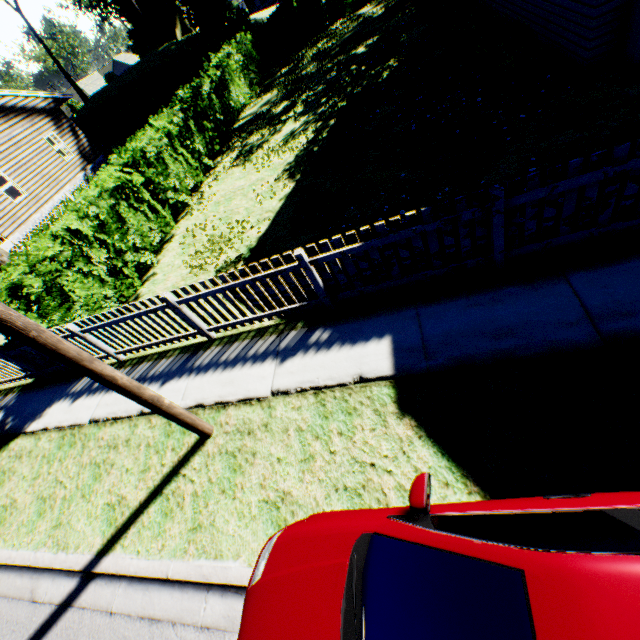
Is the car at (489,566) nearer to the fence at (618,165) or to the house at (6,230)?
the fence at (618,165)

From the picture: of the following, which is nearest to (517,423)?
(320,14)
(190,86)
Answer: (190,86)

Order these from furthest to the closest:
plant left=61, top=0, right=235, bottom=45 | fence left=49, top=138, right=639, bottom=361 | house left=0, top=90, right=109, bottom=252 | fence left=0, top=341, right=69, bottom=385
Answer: plant left=61, top=0, right=235, bottom=45 → house left=0, top=90, right=109, bottom=252 → fence left=0, top=341, right=69, bottom=385 → fence left=49, top=138, right=639, bottom=361

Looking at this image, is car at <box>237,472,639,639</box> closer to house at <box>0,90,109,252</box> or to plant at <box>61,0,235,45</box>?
house at <box>0,90,109,252</box>

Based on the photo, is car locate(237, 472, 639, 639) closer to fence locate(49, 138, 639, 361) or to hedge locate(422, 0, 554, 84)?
fence locate(49, 138, 639, 361)

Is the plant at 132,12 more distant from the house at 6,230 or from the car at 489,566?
the car at 489,566

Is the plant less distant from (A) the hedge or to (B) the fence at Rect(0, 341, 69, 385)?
(A) the hedge

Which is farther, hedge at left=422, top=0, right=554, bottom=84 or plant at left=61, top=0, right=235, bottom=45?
plant at left=61, top=0, right=235, bottom=45
